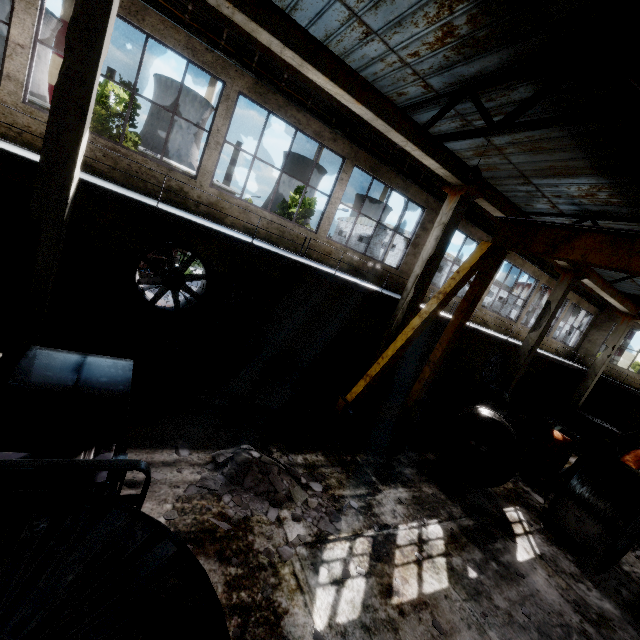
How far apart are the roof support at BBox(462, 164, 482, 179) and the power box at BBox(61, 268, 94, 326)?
9.69m

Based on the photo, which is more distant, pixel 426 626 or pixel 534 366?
pixel 534 366

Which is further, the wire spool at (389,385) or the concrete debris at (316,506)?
the wire spool at (389,385)

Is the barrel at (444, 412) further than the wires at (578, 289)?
No

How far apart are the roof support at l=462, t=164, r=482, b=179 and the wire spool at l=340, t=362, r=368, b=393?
7.08m

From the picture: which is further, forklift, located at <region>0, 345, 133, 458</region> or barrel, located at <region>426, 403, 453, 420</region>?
barrel, located at <region>426, 403, 453, 420</region>

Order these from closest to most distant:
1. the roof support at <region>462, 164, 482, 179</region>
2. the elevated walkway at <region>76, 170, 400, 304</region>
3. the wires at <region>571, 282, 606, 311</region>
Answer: the elevated walkway at <region>76, 170, 400, 304</region> → the roof support at <region>462, 164, 482, 179</region> → the wires at <region>571, 282, 606, 311</region>
